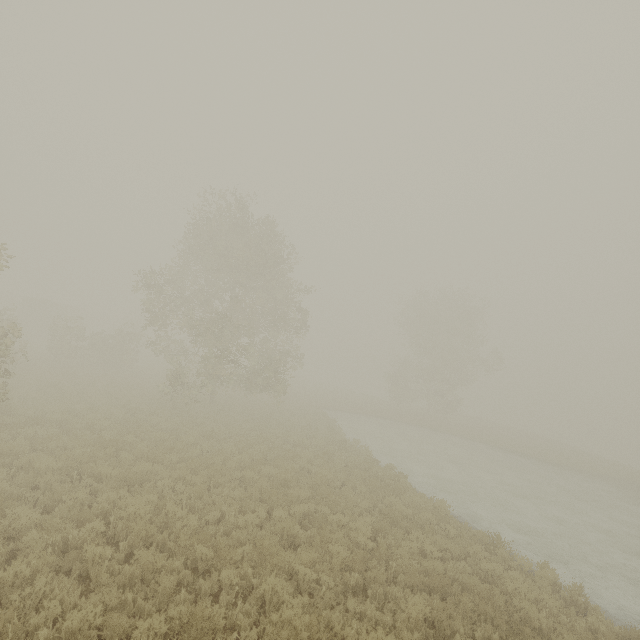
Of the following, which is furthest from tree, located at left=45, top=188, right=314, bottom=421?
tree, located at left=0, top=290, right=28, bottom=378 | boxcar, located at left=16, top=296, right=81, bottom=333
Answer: boxcar, located at left=16, top=296, right=81, bottom=333

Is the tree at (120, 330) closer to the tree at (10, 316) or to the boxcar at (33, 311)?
the tree at (10, 316)

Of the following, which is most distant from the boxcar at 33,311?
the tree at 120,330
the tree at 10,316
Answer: the tree at 120,330

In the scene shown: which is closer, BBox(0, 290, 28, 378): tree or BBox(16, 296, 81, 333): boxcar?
BBox(0, 290, 28, 378): tree

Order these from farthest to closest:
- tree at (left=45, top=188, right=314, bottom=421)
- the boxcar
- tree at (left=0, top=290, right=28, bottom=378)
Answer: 1. the boxcar
2. tree at (left=45, top=188, right=314, bottom=421)
3. tree at (left=0, top=290, right=28, bottom=378)

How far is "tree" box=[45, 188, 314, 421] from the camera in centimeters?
1952cm

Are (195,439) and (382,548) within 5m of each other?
no

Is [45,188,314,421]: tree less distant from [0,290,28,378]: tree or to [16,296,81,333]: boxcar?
[0,290,28,378]: tree
